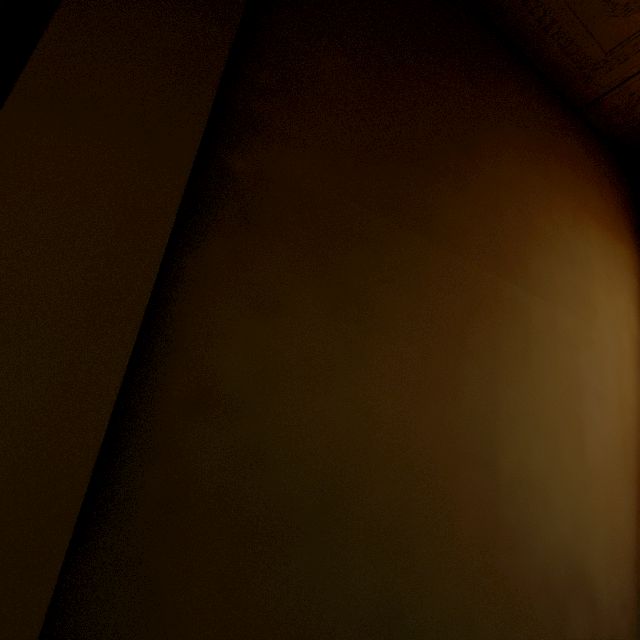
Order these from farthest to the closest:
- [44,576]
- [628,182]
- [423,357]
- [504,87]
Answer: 1. [628,182]
2. [504,87]
3. [423,357]
4. [44,576]
